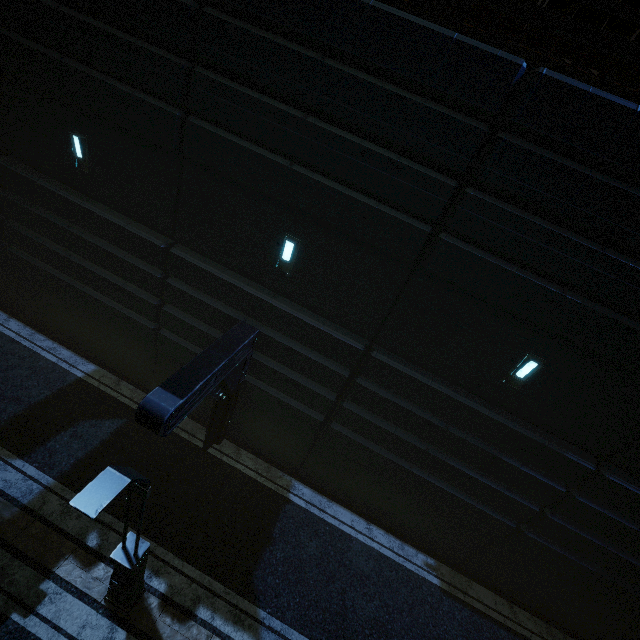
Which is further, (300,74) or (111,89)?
(111,89)

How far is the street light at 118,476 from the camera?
3.7 meters

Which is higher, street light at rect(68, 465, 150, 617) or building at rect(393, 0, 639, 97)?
building at rect(393, 0, 639, 97)

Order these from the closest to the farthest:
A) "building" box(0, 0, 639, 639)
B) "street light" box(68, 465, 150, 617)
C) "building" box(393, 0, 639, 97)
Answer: "street light" box(68, 465, 150, 617)
"building" box(393, 0, 639, 97)
"building" box(0, 0, 639, 639)

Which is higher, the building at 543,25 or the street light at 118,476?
the building at 543,25

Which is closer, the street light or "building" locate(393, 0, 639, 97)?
the street light

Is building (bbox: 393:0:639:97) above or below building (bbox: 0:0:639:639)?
above

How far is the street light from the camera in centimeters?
370cm
